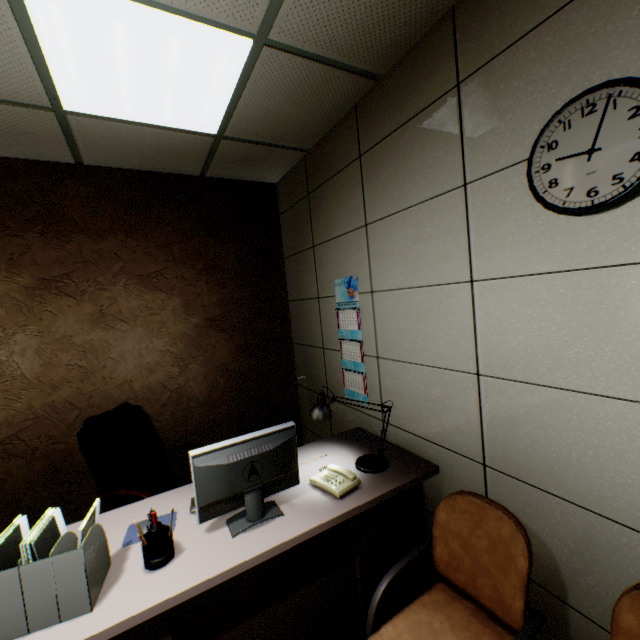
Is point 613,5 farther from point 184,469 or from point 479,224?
point 184,469

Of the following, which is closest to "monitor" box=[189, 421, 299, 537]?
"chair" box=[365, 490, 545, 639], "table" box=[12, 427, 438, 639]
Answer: "table" box=[12, 427, 438, 639]

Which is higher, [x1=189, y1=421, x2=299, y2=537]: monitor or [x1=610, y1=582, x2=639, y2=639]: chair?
[x1=189, y1=421, x2=299, y2=537]: monitor

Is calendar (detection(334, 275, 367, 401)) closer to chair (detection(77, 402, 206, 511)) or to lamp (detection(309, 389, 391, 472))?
lamp (detection(309, 389, 391, 472))

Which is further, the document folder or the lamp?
the lamp

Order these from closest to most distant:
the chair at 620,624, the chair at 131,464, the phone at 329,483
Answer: the chair at 620,624 → the phone at 329,483 → the chair at 131,464

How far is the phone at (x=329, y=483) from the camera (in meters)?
1.69

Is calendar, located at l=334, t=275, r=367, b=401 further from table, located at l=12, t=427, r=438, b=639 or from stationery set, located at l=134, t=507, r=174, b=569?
stationery set, located at l=134, t=507, r=174, b=569
